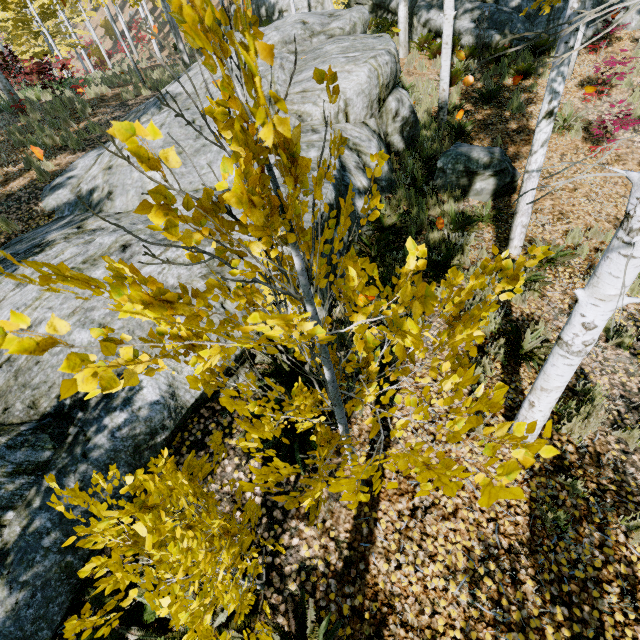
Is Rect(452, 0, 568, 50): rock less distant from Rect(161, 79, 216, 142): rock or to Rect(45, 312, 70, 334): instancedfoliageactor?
Rect(45, 312, 70, 334): instancedfoliageactor

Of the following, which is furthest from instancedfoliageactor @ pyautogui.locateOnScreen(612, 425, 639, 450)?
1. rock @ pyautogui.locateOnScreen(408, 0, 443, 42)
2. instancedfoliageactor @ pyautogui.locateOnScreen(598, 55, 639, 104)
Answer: instancedfoliageactor @ pyautogui.locateOnScreen(598, 55, 639, 104)

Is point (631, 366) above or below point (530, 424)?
below

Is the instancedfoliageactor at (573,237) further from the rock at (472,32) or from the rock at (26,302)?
the rock at (472,32)

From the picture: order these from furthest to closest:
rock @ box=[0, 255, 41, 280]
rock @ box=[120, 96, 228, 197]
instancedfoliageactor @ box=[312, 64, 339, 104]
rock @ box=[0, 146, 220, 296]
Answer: rock @ box=[120, 96, 228, 197], rock @ box=[0, 255, 41, 280], rock @ box=[0, 146, 220, 296], instancedfoliageactor @ box=[312, 64, 339, 104]

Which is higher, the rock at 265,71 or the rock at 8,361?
the rock at 265,71

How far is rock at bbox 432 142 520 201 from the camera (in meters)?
7.03

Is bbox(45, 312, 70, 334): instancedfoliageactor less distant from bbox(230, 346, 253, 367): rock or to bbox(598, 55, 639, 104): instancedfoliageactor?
bbox(230, 346, 253, 367): rock
